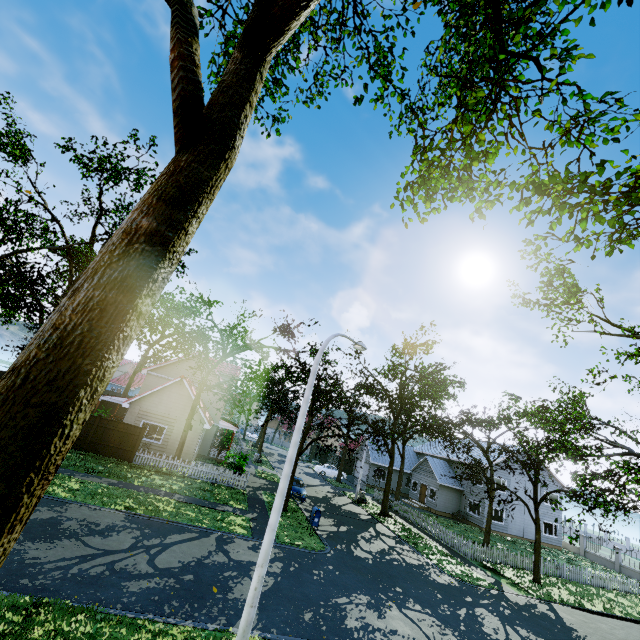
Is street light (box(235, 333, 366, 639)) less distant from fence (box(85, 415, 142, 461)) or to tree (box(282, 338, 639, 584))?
fence (box(85, 415, 142, 461))

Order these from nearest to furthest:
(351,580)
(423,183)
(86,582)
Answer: (86,582), (423,183), (351,580)

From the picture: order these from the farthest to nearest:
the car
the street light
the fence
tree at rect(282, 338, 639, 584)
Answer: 1. the car
2. the fence
3. tree at rect(282, 338, 639, 584)
4. the street light

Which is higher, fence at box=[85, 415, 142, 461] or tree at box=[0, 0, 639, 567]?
tree at box=[0, 0, 639, 567]

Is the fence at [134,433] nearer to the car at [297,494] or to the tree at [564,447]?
the tree at [564,447]

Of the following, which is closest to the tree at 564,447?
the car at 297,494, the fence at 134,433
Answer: the fence at 134,433

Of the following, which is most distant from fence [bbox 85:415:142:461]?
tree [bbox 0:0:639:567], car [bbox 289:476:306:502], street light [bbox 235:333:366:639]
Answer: car [bbox 289:476:306:502]
